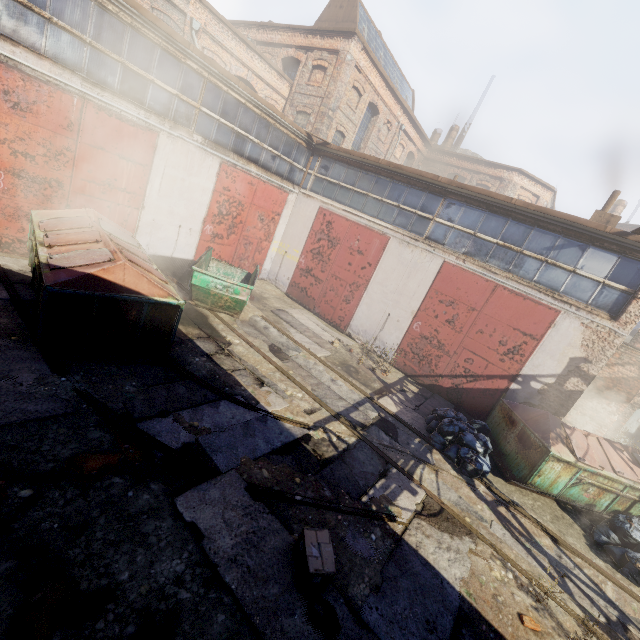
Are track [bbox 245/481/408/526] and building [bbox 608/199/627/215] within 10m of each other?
no

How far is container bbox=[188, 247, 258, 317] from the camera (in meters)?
8.98

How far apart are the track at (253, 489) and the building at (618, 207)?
39.7m

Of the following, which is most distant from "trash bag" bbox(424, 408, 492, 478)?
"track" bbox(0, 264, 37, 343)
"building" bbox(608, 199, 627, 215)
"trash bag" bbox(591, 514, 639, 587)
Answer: "building" bbox(608, 199, 627, 215)

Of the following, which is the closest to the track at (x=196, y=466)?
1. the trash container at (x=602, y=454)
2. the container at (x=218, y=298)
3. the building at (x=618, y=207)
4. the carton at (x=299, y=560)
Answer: the carton at (x=299, y=560)

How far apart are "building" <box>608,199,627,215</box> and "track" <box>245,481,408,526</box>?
39.69m

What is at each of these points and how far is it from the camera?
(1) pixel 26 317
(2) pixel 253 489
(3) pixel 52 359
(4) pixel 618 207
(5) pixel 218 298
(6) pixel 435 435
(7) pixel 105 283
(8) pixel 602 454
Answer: (1) track, 6.2m
(2) track, 4.8m
(3) track, 5.5m
(4) building, 31.2m
(5) container, 9.4m
(6) trash bag, 8.2m
(7) trash container, 5.7m
(8) trash container, 7.9m

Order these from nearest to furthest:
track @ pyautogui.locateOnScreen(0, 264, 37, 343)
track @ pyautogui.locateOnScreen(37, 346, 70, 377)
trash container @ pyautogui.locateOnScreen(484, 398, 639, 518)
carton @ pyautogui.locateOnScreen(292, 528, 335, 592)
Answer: carton @ pyautogui.locateOnScreen(292, 528, 335, 592) → track @ pyautogui.locateOnScreen(37, 346, 70, 377) → track @ pyautogui.locateOnScreen(0, 264, 37, 343) → trash container @ pyautogui.locateOnScreen(484, 398, 639, 518)
